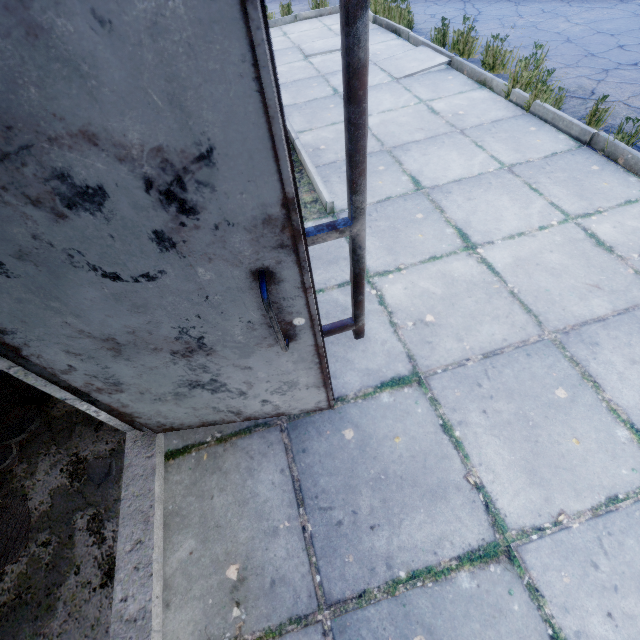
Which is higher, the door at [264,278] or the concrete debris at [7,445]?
the door at [264,278]

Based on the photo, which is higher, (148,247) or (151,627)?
(148,247)

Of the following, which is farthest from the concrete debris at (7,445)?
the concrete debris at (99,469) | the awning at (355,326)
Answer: the awning at (355,326)

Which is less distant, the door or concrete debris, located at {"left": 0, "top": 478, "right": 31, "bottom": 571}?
the door

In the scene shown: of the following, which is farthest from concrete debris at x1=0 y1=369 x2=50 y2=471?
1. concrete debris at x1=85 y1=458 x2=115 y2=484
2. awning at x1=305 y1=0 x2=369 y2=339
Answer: awning at x1=305 y1=0 x2=369 y2=339

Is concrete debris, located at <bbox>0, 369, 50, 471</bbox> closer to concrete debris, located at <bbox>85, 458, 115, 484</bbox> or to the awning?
concrete debris, located at <bbox>85, 458, 115, 484</bbox>

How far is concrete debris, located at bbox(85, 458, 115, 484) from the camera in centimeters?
193cm
